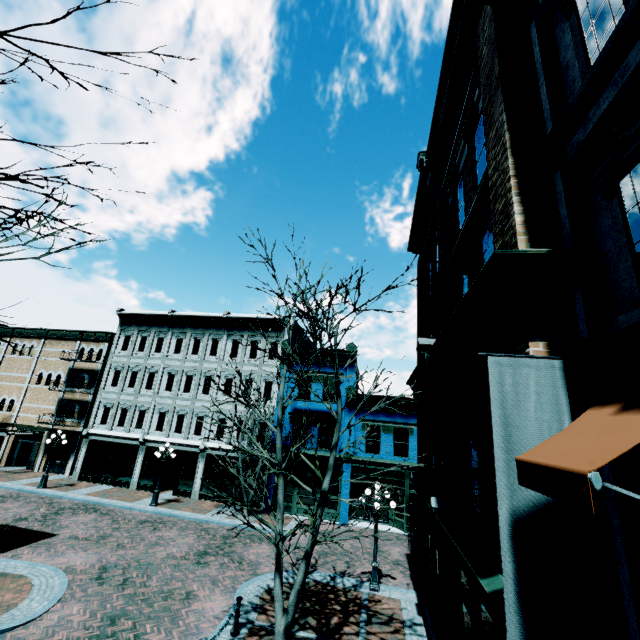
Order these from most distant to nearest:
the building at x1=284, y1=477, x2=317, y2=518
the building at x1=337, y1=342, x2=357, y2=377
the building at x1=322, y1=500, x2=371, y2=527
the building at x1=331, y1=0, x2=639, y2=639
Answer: the building at x1=337, y1=342, x2=357, y2=377 → the building at x1=284, y1=477, x2=317, y2=518 → the building at x1=322, y1=500, x2=371, y2=527 → the building at x1=331, y1=0, x2=639, y2=639

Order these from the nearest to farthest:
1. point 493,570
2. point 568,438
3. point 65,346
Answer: point 568,438 → point 493,570 → point 65,346

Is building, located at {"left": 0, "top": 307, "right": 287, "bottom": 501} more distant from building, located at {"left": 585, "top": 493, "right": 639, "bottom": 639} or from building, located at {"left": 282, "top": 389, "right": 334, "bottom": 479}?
building, located at {"left": 585, "top": 493, "right": 639, "bottom": 639}

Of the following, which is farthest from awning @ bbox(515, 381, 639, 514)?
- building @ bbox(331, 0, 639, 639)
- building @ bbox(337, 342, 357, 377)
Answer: building @ bbox(337, 342, 357, 377)

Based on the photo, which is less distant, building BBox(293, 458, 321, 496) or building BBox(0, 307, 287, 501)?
building BBox(293, 458, 321, 496)

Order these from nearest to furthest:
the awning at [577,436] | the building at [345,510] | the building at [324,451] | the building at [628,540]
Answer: the awning at [577,436] < the building at [628,540] < the building at [345,510] < the building at [324,451]

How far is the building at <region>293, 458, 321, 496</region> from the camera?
20.9m

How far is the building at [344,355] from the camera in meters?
22.7 m
